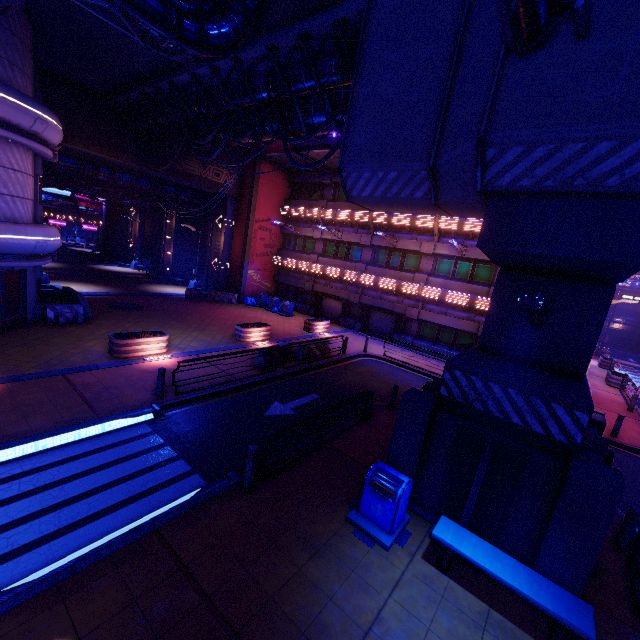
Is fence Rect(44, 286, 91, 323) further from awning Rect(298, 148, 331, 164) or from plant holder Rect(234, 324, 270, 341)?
awning Rect(298, 148, 331, 164)

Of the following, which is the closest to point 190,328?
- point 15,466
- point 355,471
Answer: point 15,466

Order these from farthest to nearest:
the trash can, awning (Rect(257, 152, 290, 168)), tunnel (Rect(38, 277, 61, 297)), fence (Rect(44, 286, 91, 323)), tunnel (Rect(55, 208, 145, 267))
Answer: tunnel (Rect(55, 208, 145, 267)) < awning (Rect(257, 152, 290, 168)) < tunnel (Rect(38, 277, 61, 297)) < fence (Rect(44, 286, 91, 323)) < the trash can

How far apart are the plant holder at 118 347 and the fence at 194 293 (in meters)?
13.05

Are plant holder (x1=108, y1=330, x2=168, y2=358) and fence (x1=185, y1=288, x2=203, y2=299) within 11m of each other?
no

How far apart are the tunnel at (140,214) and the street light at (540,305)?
43.89m

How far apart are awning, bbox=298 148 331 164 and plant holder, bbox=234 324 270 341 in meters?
12.6 m

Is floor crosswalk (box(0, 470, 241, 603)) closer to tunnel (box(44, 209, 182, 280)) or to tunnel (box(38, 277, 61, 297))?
tunnel (box(38, 277, 61, 297))
